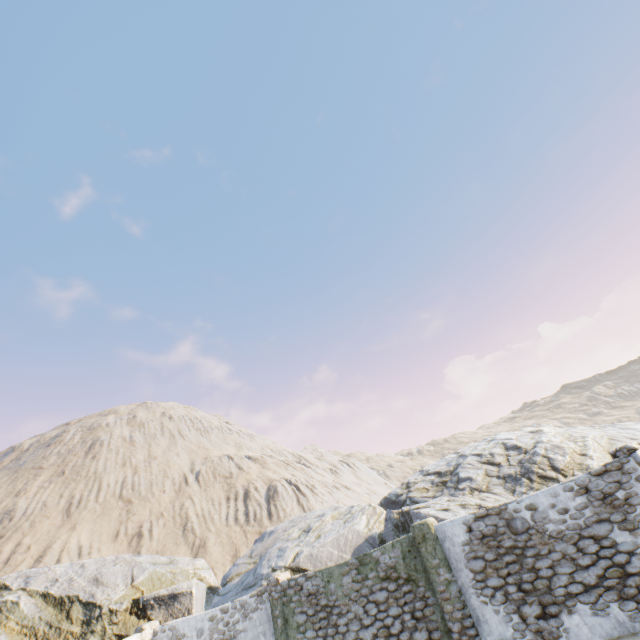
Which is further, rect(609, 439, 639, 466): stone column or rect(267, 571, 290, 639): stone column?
rect(267, 571, 290, 639): stone column

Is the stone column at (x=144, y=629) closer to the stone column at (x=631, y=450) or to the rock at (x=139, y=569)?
the rock at (x=139, y=569)

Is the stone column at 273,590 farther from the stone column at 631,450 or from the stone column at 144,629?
the stone column at 631,450

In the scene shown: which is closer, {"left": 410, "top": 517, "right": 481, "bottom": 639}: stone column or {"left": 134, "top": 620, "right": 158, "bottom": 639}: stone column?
{"left": 410, "top": 517, "right": 481, "bottom": 639}: stone column

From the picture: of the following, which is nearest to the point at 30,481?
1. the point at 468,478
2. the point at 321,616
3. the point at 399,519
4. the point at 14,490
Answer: the point at 14,490

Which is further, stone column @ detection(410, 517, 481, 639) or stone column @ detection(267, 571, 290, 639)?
stone column @ detection(267, 571, 290, 639)

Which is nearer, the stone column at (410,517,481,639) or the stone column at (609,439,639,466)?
the stone column at (609,439,639,466)

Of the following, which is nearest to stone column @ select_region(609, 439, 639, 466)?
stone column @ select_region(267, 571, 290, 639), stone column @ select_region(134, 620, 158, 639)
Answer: stone column @ select_region(267, 571, 290, 639)
